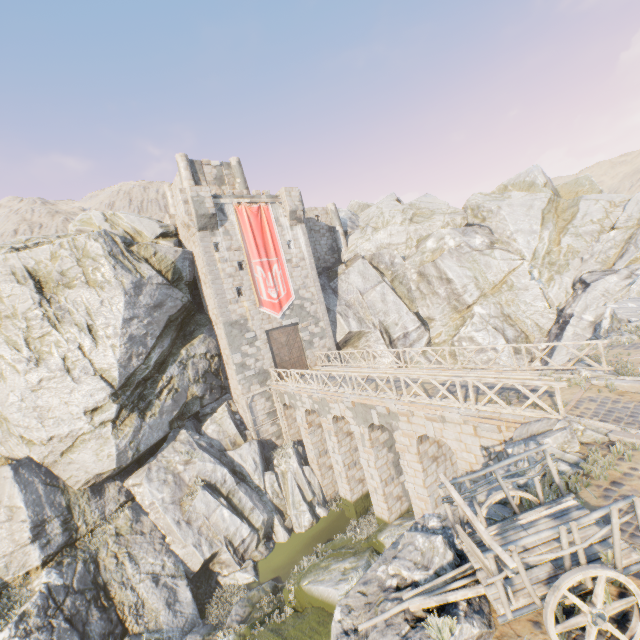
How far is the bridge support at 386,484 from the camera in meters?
11.9

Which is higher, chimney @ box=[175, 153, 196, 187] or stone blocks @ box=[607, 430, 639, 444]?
chimney @ box=[175, 153, 196, 187]

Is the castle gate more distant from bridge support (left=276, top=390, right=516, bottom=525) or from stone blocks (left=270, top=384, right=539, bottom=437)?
bridge support (left=276, top=390, right=516, bottom=525)

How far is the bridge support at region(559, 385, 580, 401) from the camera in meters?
10.4

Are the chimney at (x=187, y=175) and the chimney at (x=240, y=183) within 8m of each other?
yes

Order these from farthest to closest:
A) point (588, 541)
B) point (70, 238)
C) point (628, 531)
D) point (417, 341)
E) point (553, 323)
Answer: point (417, 341)
point (553, 323)
point (70, 238)
point (628, 531)
point (588, 541)

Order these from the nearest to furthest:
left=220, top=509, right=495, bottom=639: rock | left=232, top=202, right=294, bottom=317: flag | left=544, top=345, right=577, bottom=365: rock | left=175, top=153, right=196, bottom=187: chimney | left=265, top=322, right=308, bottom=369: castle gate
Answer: left=220, top=509, right=495, bottom=639: rock
left=544, top=345, right=577, bottom=365: rock
left=232, top=202, right=294, bottom=317: flag
left=265, top=322, right=308, bottom=369: castle gate
left=175, top=153, right=196, bottom=187: chimney

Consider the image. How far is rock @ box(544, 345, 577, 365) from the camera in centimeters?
2141cm
